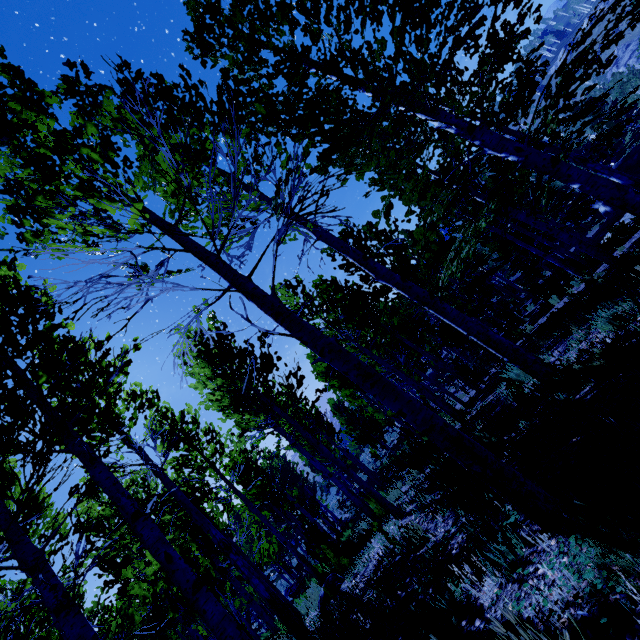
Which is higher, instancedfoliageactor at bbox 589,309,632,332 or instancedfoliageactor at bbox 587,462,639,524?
instancedfoliageactor at bbox 587,462,639,524

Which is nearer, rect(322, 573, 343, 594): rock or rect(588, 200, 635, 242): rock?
rect(322, 573, 343, 594): rock

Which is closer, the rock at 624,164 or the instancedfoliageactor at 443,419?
the instancedfoliageactor at 443,419

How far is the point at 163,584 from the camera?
5.1 meters

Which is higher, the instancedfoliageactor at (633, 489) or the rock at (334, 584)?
the instancedfoliageactor at (633, 489)

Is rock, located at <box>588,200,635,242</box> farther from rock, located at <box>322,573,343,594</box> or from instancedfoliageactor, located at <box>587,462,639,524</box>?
rock, located at <box>322,573,343,594</box>

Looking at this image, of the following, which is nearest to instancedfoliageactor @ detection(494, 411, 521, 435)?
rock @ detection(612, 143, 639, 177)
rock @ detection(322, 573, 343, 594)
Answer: rock @ detection(612, 143, 639, 177)
